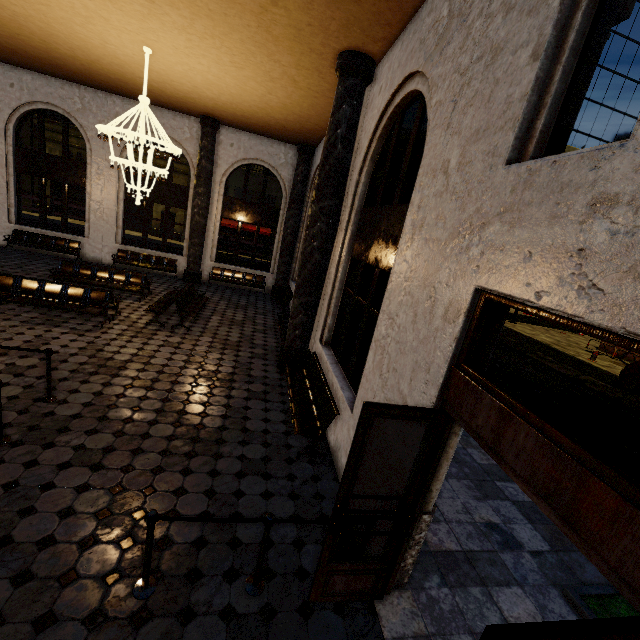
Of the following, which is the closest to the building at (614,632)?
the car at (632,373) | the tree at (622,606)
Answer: the tree at (622,606)

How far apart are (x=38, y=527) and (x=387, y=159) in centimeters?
675cm

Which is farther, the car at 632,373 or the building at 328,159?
the car at 632,373

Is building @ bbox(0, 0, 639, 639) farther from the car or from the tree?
the car

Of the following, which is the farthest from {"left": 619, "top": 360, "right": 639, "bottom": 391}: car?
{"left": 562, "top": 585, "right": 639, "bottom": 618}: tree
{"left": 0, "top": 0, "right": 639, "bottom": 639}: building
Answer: {"left": 0, "top": 0, "right": 639, "bottom": 639}: building

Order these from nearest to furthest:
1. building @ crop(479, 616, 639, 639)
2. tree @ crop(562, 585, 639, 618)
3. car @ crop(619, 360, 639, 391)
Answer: building @ crop(479, 616, 639, 639) < tree @ crop(562, 585, 639, 618) < car @ crop(619, 360, 639, 391)
